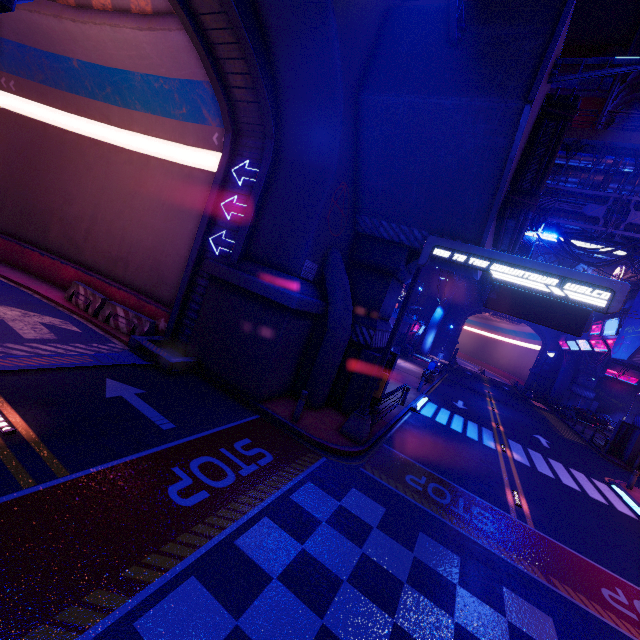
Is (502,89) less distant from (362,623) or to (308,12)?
(308,12)

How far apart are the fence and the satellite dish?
84.1m

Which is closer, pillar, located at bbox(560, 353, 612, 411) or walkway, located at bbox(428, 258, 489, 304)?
walkway, located at bbox(428, 258, 489, 304)

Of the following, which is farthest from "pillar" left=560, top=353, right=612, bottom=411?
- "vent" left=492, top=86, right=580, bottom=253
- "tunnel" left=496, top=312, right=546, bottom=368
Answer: "vent" left=492, top=86, right=580, bottom=253

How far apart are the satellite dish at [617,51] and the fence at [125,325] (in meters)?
84.06

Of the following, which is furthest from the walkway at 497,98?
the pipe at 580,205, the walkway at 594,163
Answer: the walkway at 594,163

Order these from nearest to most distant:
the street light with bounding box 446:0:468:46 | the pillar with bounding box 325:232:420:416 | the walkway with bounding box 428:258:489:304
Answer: the street light with bounding box 446:0:468:46
the pillar with bounding box 325:232:420:416
the walkway with bounding box 428:258:489:304

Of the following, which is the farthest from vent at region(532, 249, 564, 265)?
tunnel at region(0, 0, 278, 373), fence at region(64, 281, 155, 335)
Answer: fence at region(64, 281, 155, 335)
